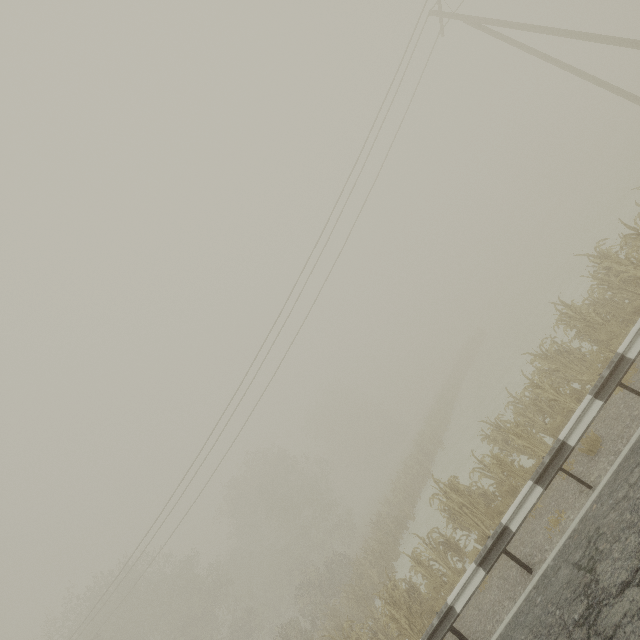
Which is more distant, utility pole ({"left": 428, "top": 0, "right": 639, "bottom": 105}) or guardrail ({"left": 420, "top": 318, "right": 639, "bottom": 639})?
utility pole ({"left": 428, "top": 0, "right": 639, "bottom": 105})

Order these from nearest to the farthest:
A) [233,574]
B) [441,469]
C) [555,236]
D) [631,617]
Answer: [631,617], [441,469], [233,574], [555,236]

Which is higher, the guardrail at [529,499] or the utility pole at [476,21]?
the utility pole at [476,21]

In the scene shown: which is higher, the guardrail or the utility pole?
the utility pole

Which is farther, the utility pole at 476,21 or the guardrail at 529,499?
the utility pole at 476,21
